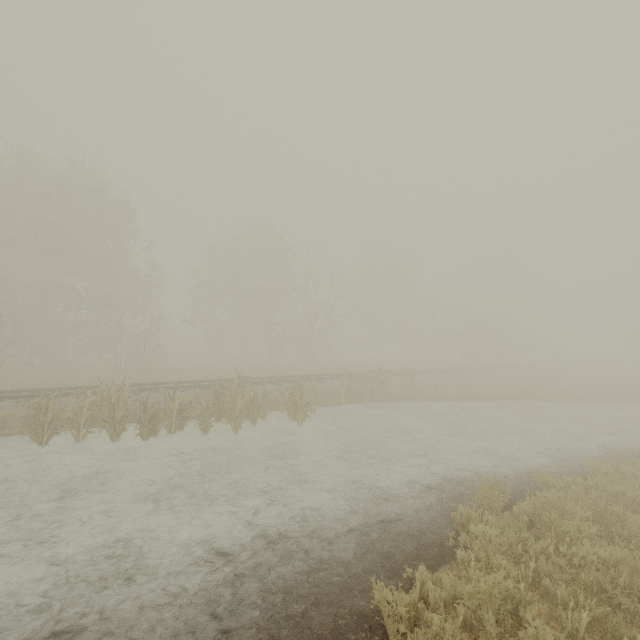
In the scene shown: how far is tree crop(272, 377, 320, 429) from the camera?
12.7m

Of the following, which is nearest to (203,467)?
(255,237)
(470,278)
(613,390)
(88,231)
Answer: (88,231)

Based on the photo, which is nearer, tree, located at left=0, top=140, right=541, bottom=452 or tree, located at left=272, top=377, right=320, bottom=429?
tree, located at left=0, top=140, right=541, bottom=452

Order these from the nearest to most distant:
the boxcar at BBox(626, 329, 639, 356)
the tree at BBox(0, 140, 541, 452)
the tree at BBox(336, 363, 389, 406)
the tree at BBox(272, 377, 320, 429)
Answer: the tree at BBox(0, 140, 541, 452), the tree at BBox(272, 377, 320, 429), the tree at BBox(336, 363, 389, 406), the boxcar at BBox(626, 329, 639, 356)

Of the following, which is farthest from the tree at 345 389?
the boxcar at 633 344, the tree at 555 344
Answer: → the boxcar at 633 344

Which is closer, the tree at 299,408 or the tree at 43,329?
the tree at 43,329

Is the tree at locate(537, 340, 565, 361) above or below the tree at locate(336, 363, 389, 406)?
above

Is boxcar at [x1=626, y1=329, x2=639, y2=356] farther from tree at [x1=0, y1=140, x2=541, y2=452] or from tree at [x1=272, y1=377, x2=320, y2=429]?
tree at [x1=272, y1=377, x2=320, y2=429]
